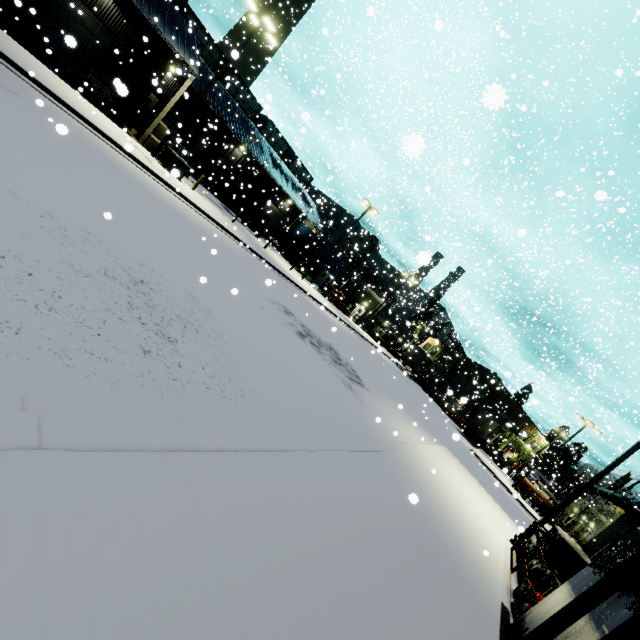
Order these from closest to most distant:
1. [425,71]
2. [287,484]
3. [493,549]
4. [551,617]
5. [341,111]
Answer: [287,484] < [551,617] < [493,549] < [341,111] < [425,71]

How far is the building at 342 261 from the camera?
43.5m

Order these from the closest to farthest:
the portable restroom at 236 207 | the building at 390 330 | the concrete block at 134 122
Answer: the concrete block at 134 122
the portable restroom at 236 207
the building at 390 330

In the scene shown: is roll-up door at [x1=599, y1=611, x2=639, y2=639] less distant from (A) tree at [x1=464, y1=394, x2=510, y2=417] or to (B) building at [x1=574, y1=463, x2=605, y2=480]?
(A) tree at [x1=464, y1=394, x2=510, y2=417]

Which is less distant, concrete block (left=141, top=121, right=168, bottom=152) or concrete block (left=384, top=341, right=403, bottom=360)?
concrete block (left=141, top=121, right=168, bottom=152)

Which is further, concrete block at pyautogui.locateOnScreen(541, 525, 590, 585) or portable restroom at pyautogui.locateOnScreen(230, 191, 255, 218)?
portable restroom at pyautogui.locateOnScreen(230, 191, 255, 218)

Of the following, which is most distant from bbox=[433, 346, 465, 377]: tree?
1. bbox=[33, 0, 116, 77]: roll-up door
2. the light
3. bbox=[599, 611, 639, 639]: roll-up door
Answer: bbox=[599, 611, 639, 639]: roll-up door

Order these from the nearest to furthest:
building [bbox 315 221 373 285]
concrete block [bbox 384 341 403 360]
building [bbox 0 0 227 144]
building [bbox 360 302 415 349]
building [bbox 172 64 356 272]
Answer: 1. building [bbox 0 0 227 144]
2. building [bbox 172 64 356 272]
3. building [bbox 315 221 373 285]
4. building [bbox 360 302 415 349]
5. concrete block [bbox 384 341 403 360]
